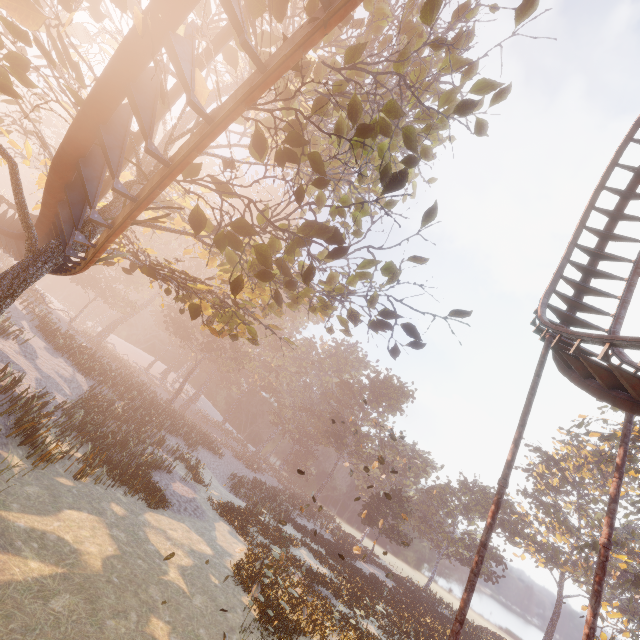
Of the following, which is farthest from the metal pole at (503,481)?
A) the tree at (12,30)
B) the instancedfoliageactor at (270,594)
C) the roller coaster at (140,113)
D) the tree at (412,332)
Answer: the instancedfoliageactor at (270,594)

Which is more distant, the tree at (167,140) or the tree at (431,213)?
the tree at (431,213)

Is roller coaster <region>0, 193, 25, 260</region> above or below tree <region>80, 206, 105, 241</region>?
below

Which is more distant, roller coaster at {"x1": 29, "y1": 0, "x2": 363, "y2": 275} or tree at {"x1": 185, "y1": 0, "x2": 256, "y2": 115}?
tree at {"x1": 185, "y1": 0, "x2": 256, "y2": 115}

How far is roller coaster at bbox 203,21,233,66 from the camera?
5.01m

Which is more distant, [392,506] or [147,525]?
[392,506]

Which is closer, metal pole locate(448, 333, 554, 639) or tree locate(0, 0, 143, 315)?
tree locate(0, 0, 143, 315)

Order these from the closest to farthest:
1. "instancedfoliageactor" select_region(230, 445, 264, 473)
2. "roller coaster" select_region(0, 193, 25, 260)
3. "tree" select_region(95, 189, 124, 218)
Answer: "tree" select_region(95, 189, 124, 218) → "roller coaster" select_region(0, 193, 25, 260) → "instancedfoliageactor" select_region(230, 445, 264, 473)
